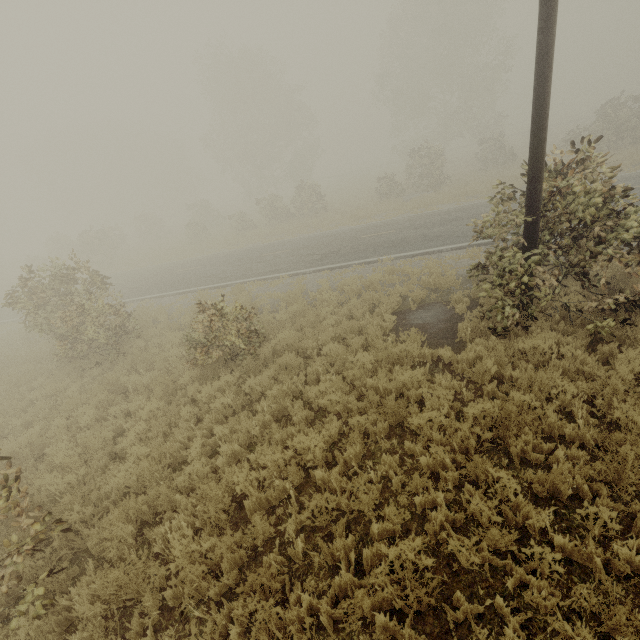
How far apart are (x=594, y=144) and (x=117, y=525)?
10.7m

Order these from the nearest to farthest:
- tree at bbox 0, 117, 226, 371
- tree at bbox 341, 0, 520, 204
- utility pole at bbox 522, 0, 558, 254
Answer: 1. utility pole at bbox 522, 0, 558, 254
2. tree at bbox 0, 117, 226, 371
3. tree at bbox 341, 0, 520, 204

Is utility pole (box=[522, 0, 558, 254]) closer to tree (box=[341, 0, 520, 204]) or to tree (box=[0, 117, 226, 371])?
tree (box=[0, 117, 226, 371])

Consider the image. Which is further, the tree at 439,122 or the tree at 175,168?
the tree at 439,122

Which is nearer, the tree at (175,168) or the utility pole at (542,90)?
the utility pole at (542,90)

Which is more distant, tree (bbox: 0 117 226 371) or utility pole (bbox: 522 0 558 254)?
tree (bbox: 0 117 226 371)

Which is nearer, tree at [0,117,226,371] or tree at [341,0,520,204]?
tree at [0,117,226,371]
